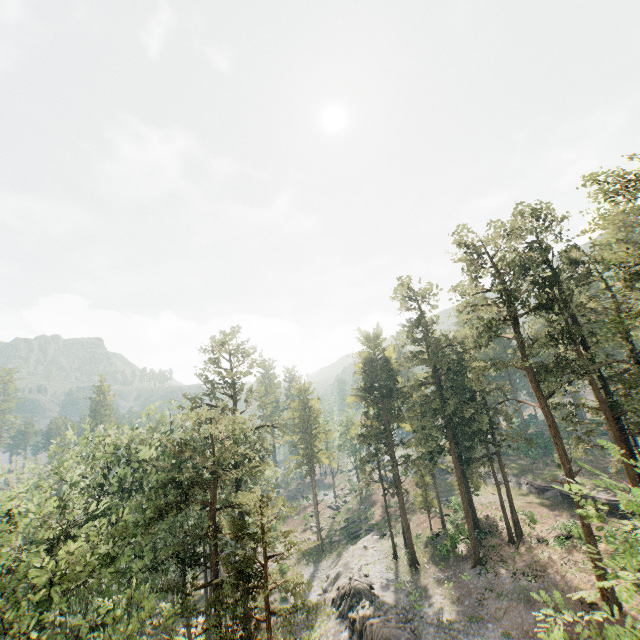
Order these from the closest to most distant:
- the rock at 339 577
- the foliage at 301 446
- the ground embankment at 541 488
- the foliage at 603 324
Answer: the foliage at 301 446
the foliage at 603 324
the rock at 339 577
the ground embankment at 541 488

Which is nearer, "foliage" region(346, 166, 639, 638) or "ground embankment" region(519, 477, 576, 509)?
"foliage" region(346, 166, 639, 638)

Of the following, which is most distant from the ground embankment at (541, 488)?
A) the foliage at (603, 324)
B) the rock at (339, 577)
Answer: the rock at (339, 577)

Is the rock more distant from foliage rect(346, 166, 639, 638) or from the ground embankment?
the ground embankment

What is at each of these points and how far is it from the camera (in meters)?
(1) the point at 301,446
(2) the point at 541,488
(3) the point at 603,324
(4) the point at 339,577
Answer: (1) foliage, 57.34
(2) ground embankment, 44.66
(3) foliage, 21.19
(4) rock, 41.34

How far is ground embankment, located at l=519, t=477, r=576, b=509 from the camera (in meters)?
40.35

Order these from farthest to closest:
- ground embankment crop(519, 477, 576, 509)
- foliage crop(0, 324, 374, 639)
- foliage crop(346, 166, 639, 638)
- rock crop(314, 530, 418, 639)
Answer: ground embankment crop(519, 477, 576, 509), rock crop(314, 530, 418, 639), foliage crop(346, 166, 639, 638), foliage crop(0, 324, 374, 639)

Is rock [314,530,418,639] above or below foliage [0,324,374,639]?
below
